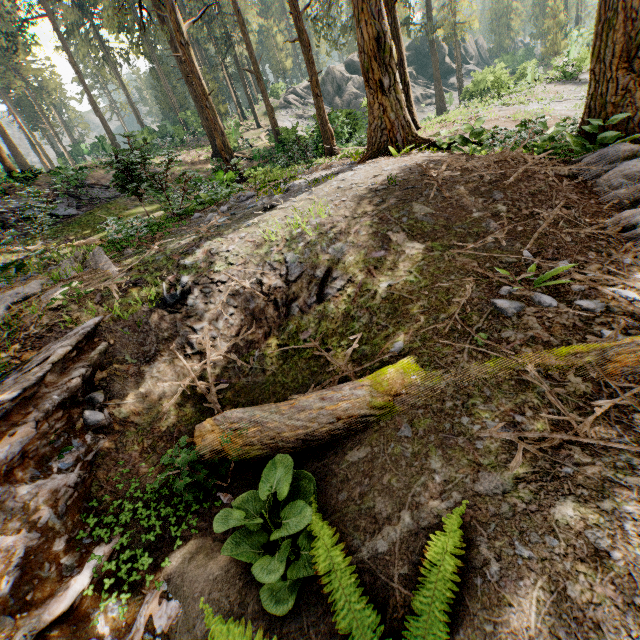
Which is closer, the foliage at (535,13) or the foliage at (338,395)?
the foliage at (338,395)

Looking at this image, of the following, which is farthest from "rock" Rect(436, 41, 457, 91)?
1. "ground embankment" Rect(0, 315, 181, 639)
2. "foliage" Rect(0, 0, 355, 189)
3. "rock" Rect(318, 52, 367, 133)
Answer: "ground embankment" Rect(0, 315, 181, 639)

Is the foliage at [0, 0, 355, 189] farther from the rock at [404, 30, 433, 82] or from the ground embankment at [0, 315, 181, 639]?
the rock at [404, 30, 433, 82]

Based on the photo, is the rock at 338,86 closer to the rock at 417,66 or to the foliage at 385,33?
the foliage at 385,33

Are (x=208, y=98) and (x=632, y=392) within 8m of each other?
no

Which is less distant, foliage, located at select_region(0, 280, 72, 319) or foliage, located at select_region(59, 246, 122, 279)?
foliage, located at select_region(0, 280, 72, 319)

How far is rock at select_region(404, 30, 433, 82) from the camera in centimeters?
5078cm

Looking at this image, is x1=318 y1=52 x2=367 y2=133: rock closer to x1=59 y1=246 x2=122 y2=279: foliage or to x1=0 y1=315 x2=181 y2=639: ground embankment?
x1=59 y1=246 x2=122 y2=279: foliage
